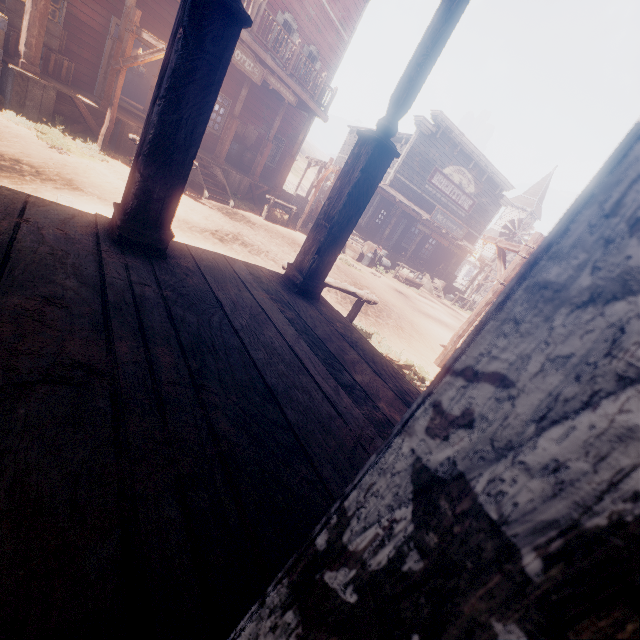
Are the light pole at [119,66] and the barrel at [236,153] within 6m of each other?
no

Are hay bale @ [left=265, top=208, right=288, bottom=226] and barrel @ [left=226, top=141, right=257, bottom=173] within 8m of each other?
yes

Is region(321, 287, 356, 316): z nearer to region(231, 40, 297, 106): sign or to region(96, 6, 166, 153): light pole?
region(96, 6, 166, 153): light pole

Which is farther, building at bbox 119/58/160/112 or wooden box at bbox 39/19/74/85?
building at bbox 119/58/160/112

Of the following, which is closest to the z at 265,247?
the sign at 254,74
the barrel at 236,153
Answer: the barrel at 236,153

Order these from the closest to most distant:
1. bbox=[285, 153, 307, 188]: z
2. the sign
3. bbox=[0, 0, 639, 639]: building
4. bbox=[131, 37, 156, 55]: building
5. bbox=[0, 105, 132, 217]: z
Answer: bbox=[0, 0, 639, 639]: building
bbox=[0, 105, 132, 217]: z
the sign
bbox=[131, 37, 156, 55]: building
bbox=[285, 153, 307, 188]: z

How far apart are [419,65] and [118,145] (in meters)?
9.86

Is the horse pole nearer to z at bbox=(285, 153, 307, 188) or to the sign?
z at bbox=(285, 153, 307, 188)
